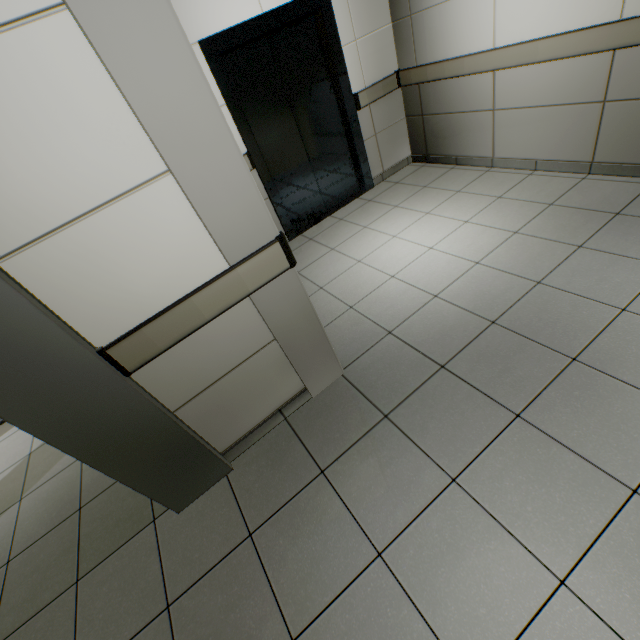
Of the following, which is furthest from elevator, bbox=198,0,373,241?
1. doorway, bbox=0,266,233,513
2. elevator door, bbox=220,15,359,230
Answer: doorway, bbox=0,266,233,513

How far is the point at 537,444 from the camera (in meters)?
1.59

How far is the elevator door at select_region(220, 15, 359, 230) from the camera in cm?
334

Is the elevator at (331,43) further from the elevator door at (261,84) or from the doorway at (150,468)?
the doorway at (150,468)

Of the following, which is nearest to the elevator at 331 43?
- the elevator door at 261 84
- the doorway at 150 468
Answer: the elevator door at 261 84

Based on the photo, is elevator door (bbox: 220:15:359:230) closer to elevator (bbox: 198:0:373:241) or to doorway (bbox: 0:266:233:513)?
elevator (bbox: 198:0:373:241)
